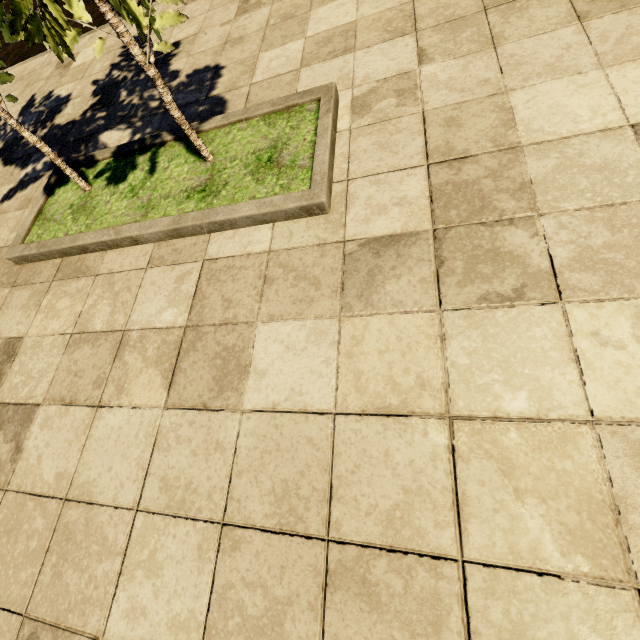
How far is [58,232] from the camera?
2.3m
